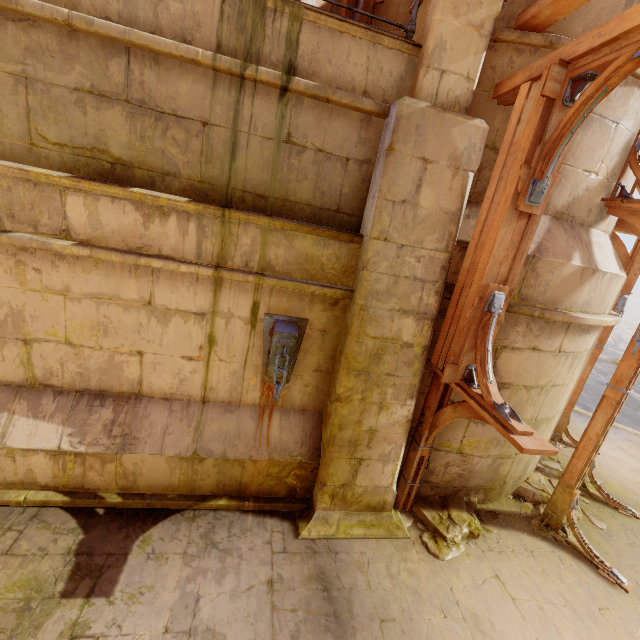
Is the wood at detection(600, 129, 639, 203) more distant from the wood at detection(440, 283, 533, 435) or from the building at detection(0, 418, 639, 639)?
the wood at detection(440, 283, 533, 435)

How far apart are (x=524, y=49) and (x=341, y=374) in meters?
4.4 m

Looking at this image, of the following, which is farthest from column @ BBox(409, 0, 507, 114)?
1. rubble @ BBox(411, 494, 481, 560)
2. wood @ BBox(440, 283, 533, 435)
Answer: rubble @ BBox(411, 494, 481, 560)

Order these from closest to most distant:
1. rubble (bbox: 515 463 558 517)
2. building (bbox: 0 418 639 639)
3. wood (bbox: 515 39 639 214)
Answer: wood (bbox: 515 39 639 214) < building (bbox: 0 418 639 639) < rubble (bbox: 515 463 558 517)

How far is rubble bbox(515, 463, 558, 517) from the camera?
5.41m

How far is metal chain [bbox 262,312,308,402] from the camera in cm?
387

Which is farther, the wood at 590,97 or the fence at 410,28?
the fence at 410,28

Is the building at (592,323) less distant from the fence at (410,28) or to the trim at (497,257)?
the trim at (497,257)
